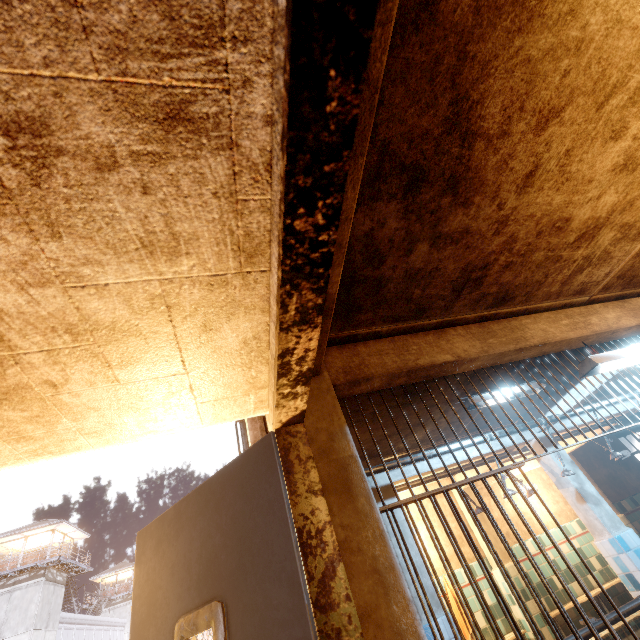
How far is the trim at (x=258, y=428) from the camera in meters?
1.5 m

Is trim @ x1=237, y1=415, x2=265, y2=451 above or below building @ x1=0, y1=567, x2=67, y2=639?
below

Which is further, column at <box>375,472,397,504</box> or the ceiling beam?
column at <box>375,472,397,504</box>

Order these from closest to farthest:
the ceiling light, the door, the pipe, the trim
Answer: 1. the door
2. the trim
3. the ceiling light
4. the pipe

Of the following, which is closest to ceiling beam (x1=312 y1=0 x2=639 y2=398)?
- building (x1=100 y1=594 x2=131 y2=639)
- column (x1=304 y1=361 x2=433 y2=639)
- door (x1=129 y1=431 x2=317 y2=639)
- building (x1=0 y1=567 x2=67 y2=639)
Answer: column (x1=304 y1=361 x2=433 y2=639)

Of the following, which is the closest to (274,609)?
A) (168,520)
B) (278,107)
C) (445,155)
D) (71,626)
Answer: (168,520)

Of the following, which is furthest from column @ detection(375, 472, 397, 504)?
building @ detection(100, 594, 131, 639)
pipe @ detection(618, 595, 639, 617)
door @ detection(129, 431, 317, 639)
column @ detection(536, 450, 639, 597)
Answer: building @ detection(100, 594, 131, 639)

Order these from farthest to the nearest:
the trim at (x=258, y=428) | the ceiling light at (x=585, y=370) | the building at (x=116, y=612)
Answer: the building at (x=116, y=612)
the ceiling light at (x=585, y=370)
the trim at (x=258, y=428)
